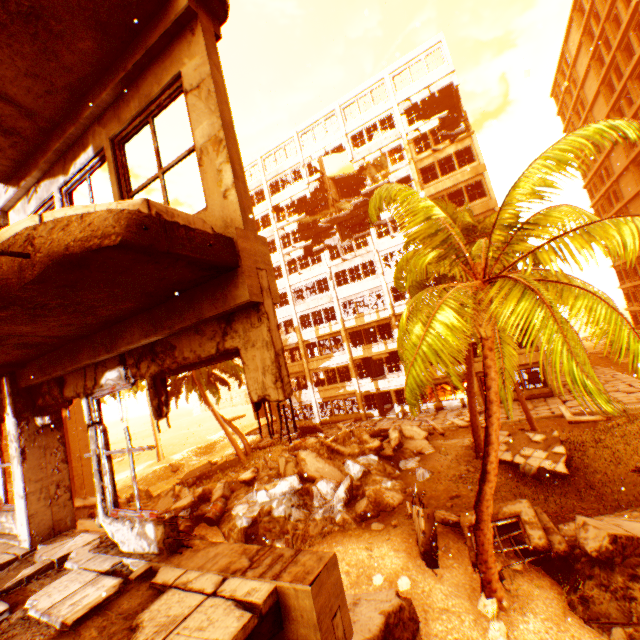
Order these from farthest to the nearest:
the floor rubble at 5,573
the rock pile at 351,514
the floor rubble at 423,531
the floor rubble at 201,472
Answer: the floor rubble at 201,472
the rock pile at 351,514
the floor rubble at 423,531
the floor rubble at 5,573

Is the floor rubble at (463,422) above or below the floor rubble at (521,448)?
below

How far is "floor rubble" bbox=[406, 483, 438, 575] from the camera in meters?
8.2

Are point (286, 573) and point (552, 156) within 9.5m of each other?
yes

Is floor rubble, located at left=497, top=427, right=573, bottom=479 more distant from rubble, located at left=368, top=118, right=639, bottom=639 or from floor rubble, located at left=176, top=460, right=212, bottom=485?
floor rubble, located at left=176, top=460, right=212, bottom=485

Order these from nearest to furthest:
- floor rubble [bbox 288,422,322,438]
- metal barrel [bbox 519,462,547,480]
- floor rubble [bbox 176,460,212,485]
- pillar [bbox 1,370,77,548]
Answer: pillar [bbox 1,370,77,548] → metal barrel [bbox 519,462,547,480] → floor rubble [bbox 176,460,212,485] → floor rubble [bbox 288,422,322,438]

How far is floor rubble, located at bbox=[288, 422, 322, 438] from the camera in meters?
26.8 m

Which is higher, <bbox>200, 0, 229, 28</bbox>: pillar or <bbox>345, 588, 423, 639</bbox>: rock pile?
<bbox>200, 0, 229, 28</bbox>: pillar
